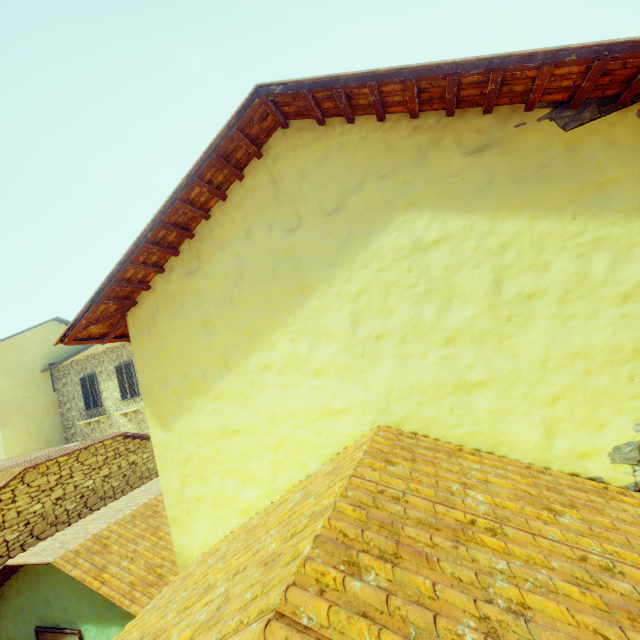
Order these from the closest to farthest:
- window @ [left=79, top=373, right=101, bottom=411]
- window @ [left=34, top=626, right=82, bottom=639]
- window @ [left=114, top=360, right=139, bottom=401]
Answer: window @ [left=34, top=626, right=82, bottom=639] < window @ [left=114, top=360, right=139, bottom=401] < window @ [left=79, top=373, right=101, bottom=411]

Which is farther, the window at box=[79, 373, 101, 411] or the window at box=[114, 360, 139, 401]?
the window at box=[79, 373, 101, 411]

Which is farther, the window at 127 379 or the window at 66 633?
the window at 127 379

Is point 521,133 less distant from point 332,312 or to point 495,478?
point 332,312

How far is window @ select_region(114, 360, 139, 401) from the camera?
14.29m

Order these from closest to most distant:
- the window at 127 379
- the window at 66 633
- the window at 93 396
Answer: the window at 66 633, the window at 127 379, the window at 93 396
